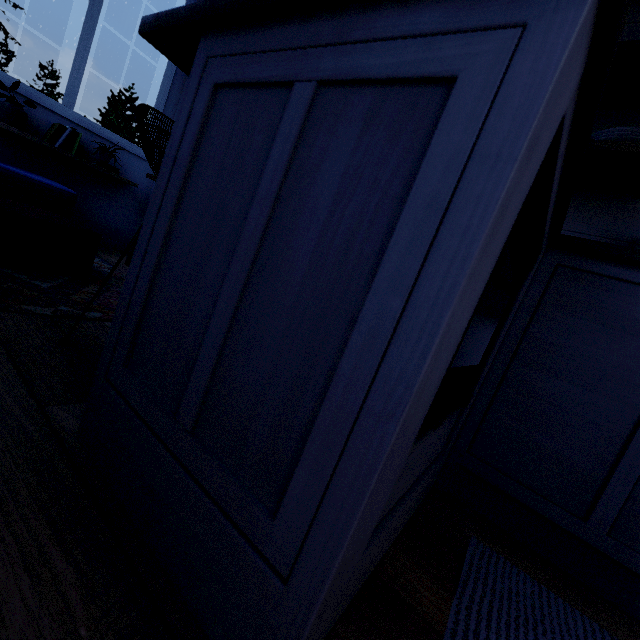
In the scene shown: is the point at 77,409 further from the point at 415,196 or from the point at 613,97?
the point at 613,97
